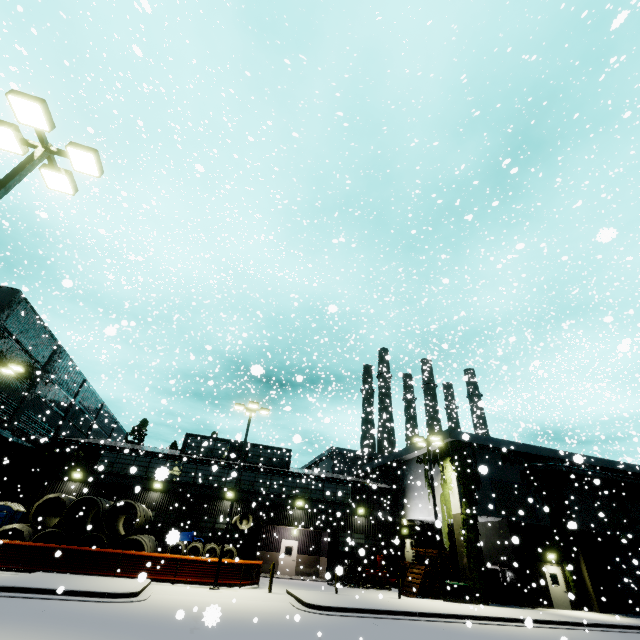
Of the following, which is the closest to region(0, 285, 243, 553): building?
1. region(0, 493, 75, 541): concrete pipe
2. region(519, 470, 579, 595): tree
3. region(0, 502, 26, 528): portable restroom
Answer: region(519, 470, 579, 595): tree

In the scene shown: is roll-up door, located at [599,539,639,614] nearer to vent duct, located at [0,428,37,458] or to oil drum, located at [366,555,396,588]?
oil drum, located at [366,555,396,588]

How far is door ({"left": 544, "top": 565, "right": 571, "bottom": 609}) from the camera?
22.0m

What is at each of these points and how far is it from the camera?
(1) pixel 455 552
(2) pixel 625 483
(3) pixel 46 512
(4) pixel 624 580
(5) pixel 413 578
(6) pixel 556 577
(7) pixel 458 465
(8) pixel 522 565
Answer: (1) building, 28.4m
(2) pipe, 27.1m
(3) concrete pipe, 20.9m
(4) roll-up door, 14.1m
(5) pallet, 22.1m
(6) door, 23.0m
(7) tree, 24.7m
(8) building, 22.2m

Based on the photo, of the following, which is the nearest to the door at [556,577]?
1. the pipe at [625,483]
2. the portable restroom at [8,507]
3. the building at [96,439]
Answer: the building at [96,439]

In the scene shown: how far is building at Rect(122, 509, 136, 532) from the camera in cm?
2455

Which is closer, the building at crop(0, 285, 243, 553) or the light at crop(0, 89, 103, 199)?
the light at crop(0, 89, 103, 199)

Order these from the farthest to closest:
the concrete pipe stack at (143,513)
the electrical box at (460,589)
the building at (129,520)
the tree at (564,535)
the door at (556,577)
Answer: the building at (129,520), the tree at (564,535), the door at (556,577), the electrical box at (460,589), the concrete pipe stack at (143,513)
